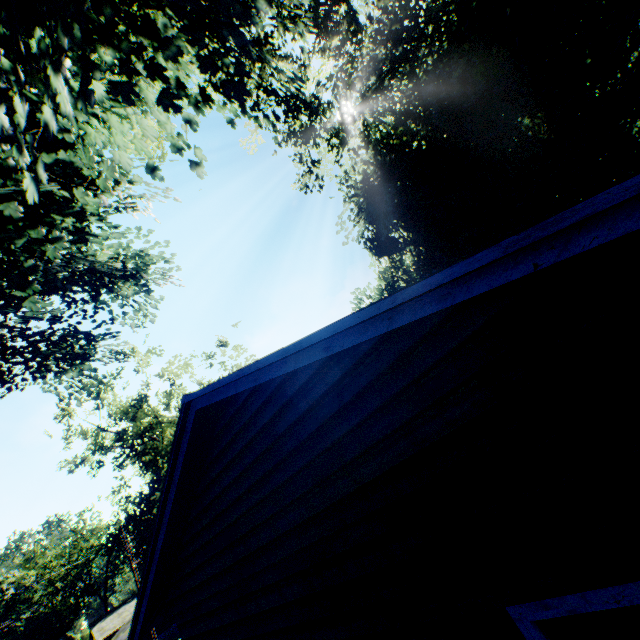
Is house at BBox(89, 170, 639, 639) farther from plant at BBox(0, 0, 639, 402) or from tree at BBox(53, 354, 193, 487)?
tree at BBox(53, 354, 193, 487)

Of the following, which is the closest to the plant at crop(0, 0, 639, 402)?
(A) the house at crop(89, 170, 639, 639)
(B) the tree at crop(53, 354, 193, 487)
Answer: (A) the house at crop(89, 170, 639, 639)

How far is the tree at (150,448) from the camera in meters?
20.8 m

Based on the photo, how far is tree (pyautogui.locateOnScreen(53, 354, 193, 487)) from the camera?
20.8m

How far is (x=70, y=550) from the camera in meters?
51.4 m

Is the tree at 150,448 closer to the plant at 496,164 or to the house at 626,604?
the plant at 496,164

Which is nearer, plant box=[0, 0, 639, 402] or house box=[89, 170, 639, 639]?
house box=[89, 170, 639, 639]
